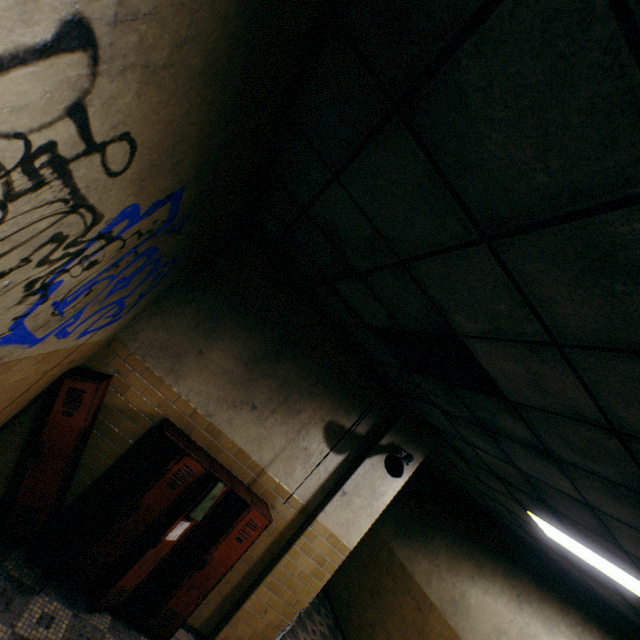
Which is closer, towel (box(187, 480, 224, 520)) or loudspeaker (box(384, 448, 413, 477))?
towel (box(187, 480, 224, 520))

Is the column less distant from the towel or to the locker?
the locker

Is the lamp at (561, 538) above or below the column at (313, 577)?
above

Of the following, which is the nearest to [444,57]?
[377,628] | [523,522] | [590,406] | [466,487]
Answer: [590,406]

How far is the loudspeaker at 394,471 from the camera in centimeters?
432cm

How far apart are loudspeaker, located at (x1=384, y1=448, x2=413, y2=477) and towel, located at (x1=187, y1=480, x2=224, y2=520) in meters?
2.1 m

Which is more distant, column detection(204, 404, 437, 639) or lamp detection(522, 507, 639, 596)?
column detection(204, 404, 437, 639)

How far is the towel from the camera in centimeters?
342cm
